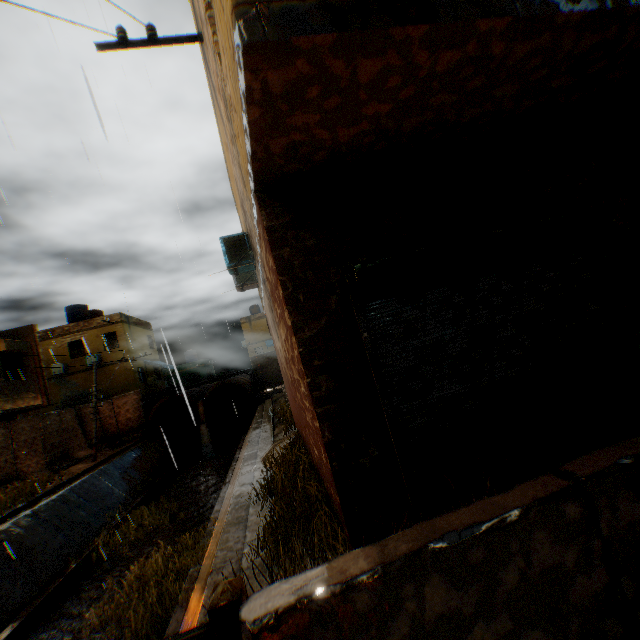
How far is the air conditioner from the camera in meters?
8.1 m

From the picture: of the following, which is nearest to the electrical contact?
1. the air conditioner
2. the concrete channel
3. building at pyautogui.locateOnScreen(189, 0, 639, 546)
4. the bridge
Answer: building at pyautogui.locateOnScreen(189, 0, 639, 546)

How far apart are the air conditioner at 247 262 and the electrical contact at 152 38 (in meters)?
3.69

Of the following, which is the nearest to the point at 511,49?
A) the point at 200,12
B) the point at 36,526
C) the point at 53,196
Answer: the point at 200,12

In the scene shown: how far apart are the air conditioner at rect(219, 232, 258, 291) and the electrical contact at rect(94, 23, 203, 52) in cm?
369

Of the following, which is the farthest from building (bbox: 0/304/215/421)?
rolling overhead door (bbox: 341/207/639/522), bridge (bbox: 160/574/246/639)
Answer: bridge (bbox: 160/574/246/639)

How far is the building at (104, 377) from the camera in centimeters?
2566cm
